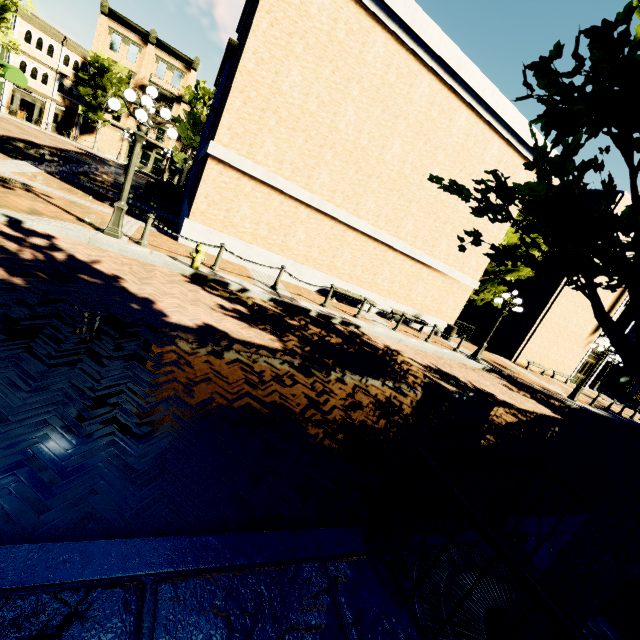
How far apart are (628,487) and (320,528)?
2.3m

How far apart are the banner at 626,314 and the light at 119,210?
29.90m

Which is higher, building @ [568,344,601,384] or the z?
building @ [568,344,601,384]

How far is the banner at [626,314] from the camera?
22.9 meters

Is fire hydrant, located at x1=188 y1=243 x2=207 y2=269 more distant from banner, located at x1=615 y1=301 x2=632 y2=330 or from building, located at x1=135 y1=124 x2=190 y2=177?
banner, located at x1=615 y1=301 x2=632 y2=330

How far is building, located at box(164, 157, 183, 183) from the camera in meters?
44.3 m

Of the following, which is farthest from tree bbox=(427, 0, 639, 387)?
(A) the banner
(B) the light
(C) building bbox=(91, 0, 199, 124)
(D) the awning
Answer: (A) the banner

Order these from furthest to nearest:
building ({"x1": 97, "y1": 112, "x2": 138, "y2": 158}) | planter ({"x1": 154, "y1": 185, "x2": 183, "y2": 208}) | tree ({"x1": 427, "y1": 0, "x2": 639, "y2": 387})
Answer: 1. building ({"x1": 97, "y1": 112, "x2": 138, "y2": 158})
2. planter ({"x1": 154, "y1": 185, "x2": 183, "y2": 208})
3. tree ({"x1": 427, "y1": 0, "x2": 639, "y2": 387})
